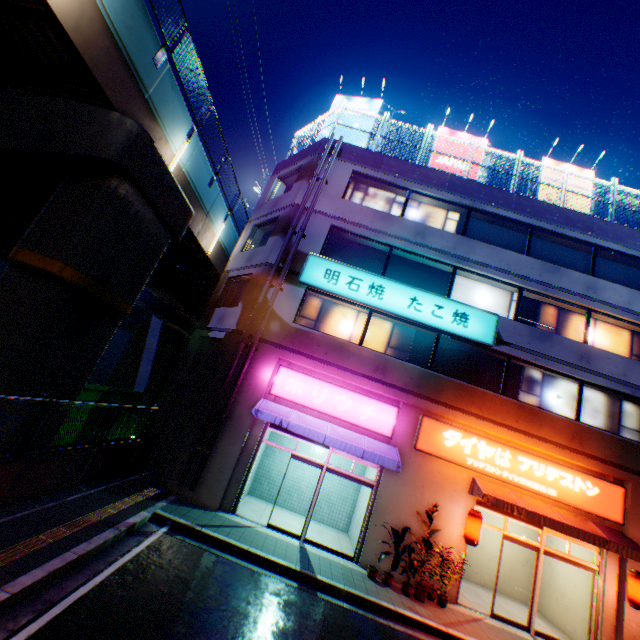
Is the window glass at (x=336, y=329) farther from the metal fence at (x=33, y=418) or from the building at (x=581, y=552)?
the metal fence at (x=33, y=418)

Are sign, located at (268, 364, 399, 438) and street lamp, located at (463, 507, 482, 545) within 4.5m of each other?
yes

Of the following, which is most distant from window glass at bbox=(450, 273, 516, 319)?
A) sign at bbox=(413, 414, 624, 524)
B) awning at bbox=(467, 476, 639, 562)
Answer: awning at bbox=(467, 476, 639, 562)

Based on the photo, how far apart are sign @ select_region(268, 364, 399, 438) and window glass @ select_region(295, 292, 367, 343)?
1.6m

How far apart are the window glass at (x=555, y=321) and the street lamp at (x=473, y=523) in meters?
7.2 m

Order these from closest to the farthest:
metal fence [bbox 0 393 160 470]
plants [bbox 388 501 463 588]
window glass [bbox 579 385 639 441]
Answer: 1. metal fence [bbox 0 393 160 470]
2. plants [bbox 388 501 463 588]
3. window glass [bbox 579 385 639 441]

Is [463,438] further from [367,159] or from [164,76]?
[164,76]

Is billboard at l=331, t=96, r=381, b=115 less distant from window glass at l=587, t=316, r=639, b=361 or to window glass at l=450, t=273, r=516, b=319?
window glass at l=450, t=273, r=516, b=319
